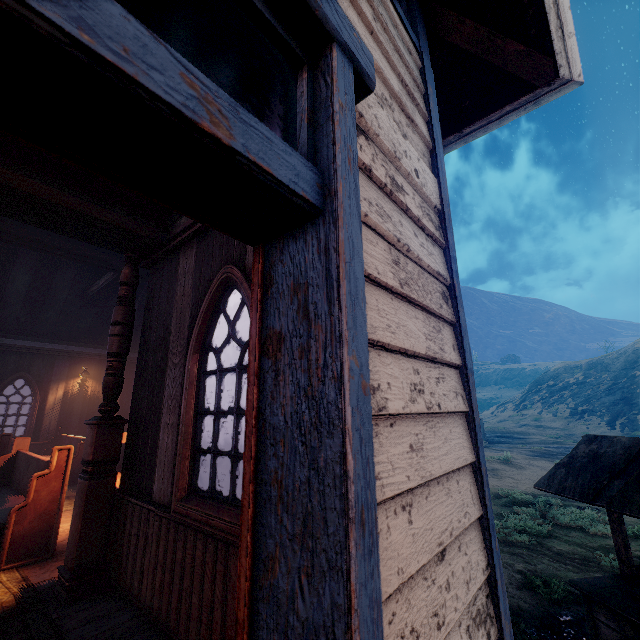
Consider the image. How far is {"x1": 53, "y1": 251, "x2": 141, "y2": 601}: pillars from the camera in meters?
3.2

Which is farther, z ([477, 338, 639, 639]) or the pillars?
z ([477, 338, 639, 639])

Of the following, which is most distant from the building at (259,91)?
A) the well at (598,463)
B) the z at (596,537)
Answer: the well at (598,463)

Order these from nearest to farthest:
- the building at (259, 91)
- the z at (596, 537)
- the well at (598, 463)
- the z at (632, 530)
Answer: the building at (259, 91), the well at (598, 463), the z at (596, 537), the z at (632, 530)

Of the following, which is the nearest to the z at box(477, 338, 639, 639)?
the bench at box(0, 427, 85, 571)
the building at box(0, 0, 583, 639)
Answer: the building at box(0, 0, 583, 639)

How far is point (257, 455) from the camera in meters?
0.8

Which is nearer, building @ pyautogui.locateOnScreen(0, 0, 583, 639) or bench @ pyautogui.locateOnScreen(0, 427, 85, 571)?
building @ pyautogui.locateOnScreen(0, 0, 583, 639)
